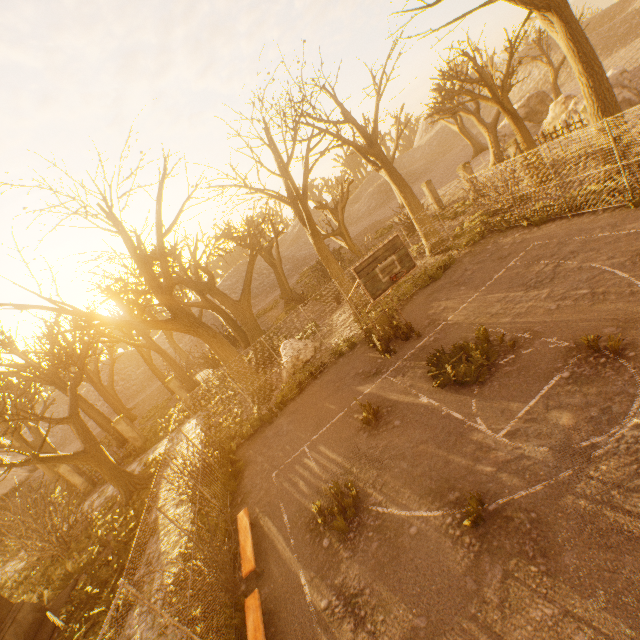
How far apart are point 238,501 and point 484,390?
8.1 meters

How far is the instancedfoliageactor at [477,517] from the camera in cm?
535

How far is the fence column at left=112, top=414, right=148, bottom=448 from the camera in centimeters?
2045cm

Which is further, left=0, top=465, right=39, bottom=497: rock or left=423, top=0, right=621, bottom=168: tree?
left=0, top=465, right=39, bottom=497: rock

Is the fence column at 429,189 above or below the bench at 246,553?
above

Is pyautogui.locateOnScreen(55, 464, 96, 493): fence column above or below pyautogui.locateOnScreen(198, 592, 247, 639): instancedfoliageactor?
above

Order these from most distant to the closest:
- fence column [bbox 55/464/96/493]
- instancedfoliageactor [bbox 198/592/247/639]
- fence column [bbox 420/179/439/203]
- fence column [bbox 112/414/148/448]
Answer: fence column [bbox 420/179/439/203] < fence column [bbox 112/414/148/448] < fence column [bbox 55/464/96/493] < instancedfoliageactor [bbox 198/592/247/639]

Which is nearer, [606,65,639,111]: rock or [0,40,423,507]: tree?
[0,40,423,507]: tree
